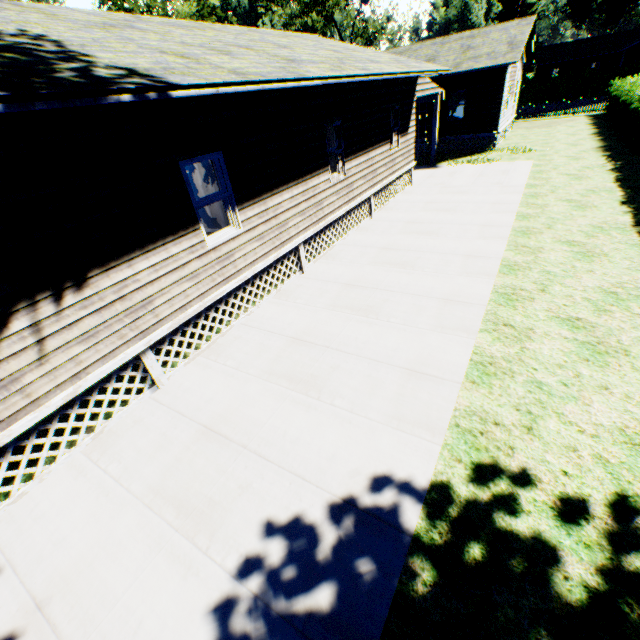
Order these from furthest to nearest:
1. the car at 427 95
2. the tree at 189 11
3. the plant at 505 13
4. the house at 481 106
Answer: the plant at 505 13 < the tree at 189 11 < the car at 427 95 < the house at 481 106

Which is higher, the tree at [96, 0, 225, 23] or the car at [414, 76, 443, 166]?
the tree at [96, 0, 225, 23]

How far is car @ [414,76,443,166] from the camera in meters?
14.6 m

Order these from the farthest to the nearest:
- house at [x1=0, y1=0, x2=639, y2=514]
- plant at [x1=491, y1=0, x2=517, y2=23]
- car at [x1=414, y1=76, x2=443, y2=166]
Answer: plant at [x1=491, y1=0, x2=517, y2=23], car at [x1=414, y1=76, x2=443, y2=166], house at [x1=0, y1=0, x2=639, y2=514]

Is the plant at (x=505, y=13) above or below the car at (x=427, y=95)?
above

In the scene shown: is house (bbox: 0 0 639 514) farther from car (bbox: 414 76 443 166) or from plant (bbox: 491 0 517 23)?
plant (bbox: 491 0 517 23)

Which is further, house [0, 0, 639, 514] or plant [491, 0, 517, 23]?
plant [491, 0, 517, 23]

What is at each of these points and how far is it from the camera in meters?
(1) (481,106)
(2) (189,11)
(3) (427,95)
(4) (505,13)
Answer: (1) house, 19.8
(2) tree, 37.6
(3) car, 18.0
(4) plant, 57.5
